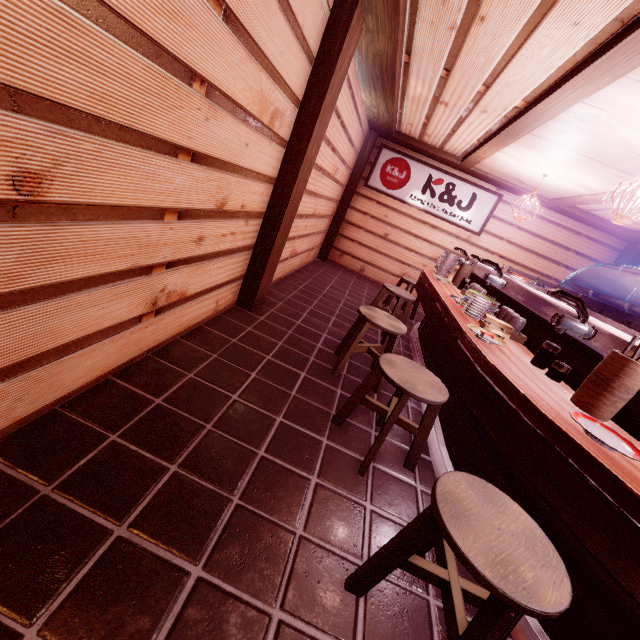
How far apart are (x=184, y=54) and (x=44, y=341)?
2.53m

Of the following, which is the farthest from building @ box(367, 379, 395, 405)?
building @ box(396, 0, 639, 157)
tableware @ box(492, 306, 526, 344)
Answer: tableware @ box(492, 306, 526, 344)

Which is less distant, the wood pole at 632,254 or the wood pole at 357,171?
→ the wood pole at 632,254

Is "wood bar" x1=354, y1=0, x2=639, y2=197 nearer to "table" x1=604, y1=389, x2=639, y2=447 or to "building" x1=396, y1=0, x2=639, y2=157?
"building" x1=396, y1=0, x2=639, y2=157

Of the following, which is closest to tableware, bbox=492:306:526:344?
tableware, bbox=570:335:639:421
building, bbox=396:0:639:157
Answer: tableware, bbox=570:335:639:421

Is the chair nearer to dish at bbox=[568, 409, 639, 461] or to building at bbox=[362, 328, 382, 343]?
building at bbox=[362, 328, 382, 343]

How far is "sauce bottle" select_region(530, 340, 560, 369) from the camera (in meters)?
3.54

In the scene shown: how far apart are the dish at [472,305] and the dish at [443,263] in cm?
321
